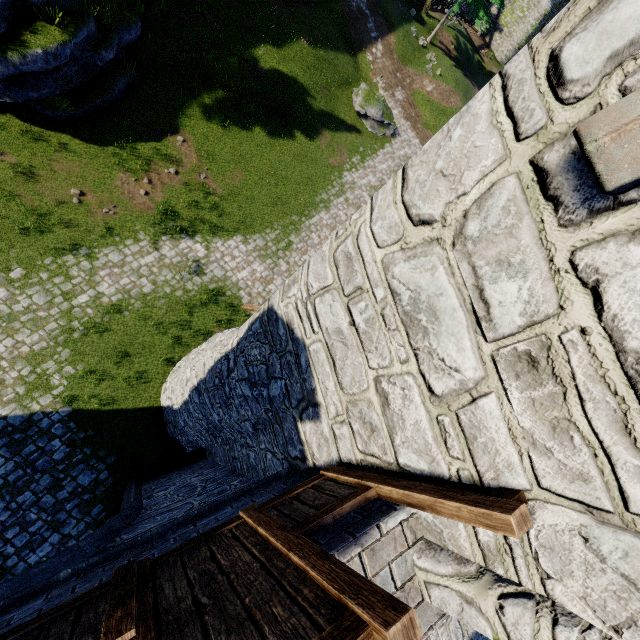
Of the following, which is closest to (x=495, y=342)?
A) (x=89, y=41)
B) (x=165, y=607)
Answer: (x=165, y=607)
